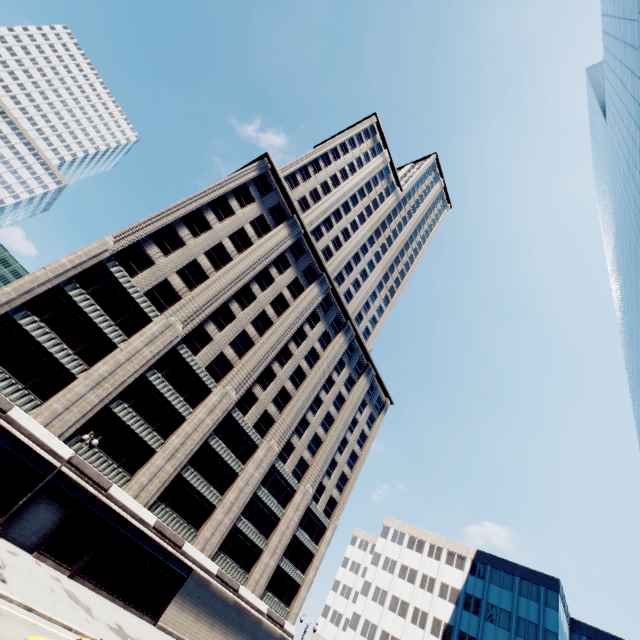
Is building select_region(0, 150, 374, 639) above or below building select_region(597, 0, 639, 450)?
below

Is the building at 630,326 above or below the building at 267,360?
above

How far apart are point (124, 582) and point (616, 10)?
66.76m
